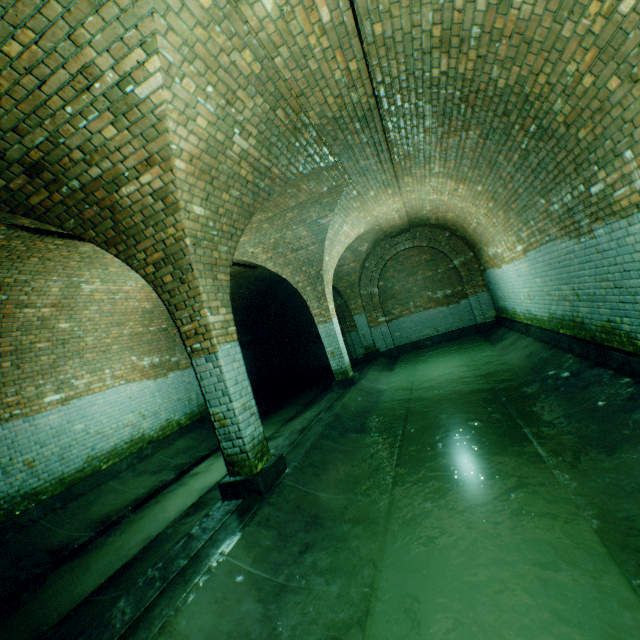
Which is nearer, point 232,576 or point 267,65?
point 232,576
